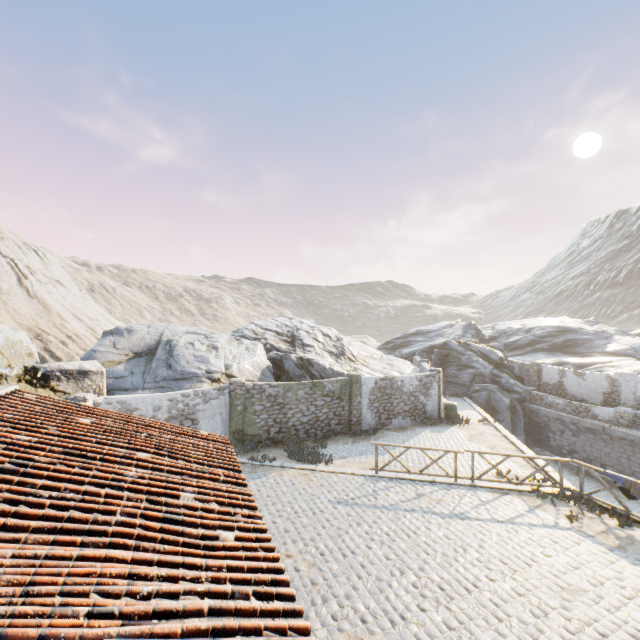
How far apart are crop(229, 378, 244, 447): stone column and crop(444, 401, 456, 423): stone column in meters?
11.4 m

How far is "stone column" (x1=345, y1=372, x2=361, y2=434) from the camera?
17.3m

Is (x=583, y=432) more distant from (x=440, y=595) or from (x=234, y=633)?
(x=234, y=633)

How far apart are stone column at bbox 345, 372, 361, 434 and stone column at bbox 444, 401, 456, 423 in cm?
512

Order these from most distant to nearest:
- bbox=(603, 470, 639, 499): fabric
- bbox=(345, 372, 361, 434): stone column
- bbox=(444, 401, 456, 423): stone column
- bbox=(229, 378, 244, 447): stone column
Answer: bbox=(444, 401, 456, 423): stone column, bbox=(345, 372, 361, 434): stone column, bbox=(229, 378, 244, 447): stone column, bbox=(603, 470, 639, 499): fabric

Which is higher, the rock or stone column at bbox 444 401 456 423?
the rock

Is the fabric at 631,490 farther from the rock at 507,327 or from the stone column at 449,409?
the rock at 507,327

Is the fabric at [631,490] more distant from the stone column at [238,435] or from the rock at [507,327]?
the stone column at [238,435]
